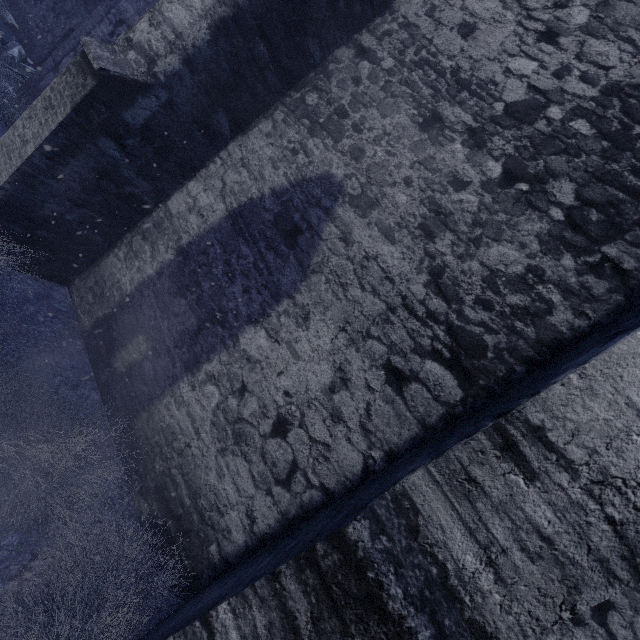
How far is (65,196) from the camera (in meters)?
3.24

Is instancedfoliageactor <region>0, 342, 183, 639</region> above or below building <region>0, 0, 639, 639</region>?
below

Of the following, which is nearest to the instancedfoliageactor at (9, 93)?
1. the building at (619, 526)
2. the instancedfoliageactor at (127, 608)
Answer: the building at (619, 526)

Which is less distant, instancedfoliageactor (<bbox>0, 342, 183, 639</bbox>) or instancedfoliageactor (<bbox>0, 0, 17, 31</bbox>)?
instancedfoliageactor (<bbox>0, 342, 183, 639</bbox>)

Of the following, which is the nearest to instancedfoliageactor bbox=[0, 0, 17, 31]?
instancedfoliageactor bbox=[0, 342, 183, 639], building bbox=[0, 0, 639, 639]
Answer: building bbox=[0, 0, 639, 639]

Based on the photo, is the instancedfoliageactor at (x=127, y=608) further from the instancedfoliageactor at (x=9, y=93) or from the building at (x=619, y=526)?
the instancedfoliageactor at (x=9, y=93)

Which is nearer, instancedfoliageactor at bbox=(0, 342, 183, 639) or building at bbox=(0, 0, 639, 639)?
building at bbox=(0, 0, 639, 639)

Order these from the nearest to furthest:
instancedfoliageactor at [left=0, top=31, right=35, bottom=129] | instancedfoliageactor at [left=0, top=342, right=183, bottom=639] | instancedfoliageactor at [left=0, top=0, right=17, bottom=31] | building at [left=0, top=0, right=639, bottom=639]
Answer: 1. building at [left=0, top=0, right=639, bottom=639]
2. instancedfoliageactor at [left=0, top=342, right=183, bottom=639]
3. instancedfoliageactor at [left=0, top=31, right=35, bottom=129]
4. instancedfoliageactor at [left=0, top=0, right=17, bottom=31]
